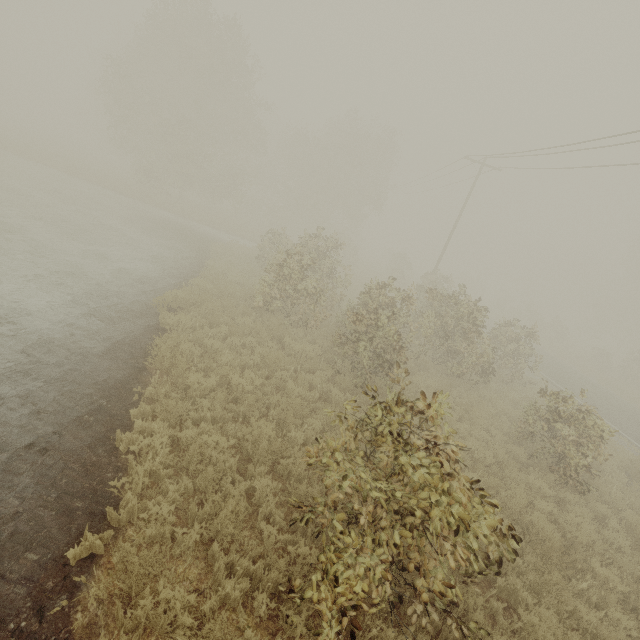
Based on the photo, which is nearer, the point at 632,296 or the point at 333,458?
the point at 333,458
